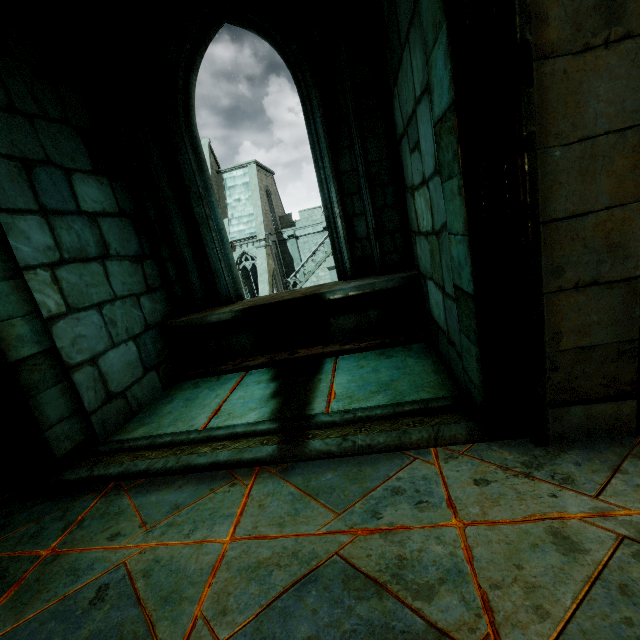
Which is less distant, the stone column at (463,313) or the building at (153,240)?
the stone column at (463,313)

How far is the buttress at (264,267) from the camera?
24.6m

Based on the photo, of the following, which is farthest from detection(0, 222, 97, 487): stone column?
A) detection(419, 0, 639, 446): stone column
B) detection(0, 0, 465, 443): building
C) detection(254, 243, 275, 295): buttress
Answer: detection(254, 243, 275, 295): buttress

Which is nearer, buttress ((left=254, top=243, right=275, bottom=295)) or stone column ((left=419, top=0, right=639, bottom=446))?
stone column ((left=419, top=0, right=639, bottom=446))

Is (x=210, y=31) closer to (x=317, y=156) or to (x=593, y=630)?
(x=317, y=156)

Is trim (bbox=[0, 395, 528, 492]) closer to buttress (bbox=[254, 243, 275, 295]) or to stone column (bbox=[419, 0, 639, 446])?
stone column (bbox=[419, 0, 639, 446])

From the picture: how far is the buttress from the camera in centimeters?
2464cm

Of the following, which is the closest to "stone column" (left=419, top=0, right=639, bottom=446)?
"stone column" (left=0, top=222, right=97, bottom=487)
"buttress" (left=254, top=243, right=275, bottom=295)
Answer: "stone column" (left=0, top=222, right=97, bottom=487)
